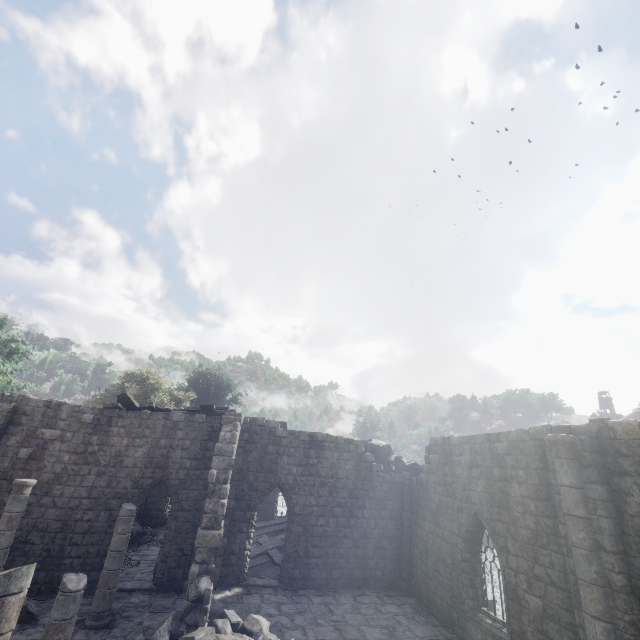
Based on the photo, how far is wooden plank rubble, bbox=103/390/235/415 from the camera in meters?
15.0 m

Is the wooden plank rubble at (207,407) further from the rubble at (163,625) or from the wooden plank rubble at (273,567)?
the rubble at (163,625)

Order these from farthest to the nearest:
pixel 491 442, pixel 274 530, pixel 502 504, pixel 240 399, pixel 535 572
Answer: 1. pixel 240 399
2. pixel 274 530
3. pixel 491 442
4. pixel 502 504
5. pixel 535 572

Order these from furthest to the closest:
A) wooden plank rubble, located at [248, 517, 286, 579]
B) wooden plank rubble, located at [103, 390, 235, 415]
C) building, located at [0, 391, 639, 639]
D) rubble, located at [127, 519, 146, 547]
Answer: rubble, located at [127, 519, 146, 547]
wooden plank rubble, located at [248, 517, 286, 579]
wooden plank rubble, located at [103, 390, 235, 415]
building, located at [0, 391, 639, 639]

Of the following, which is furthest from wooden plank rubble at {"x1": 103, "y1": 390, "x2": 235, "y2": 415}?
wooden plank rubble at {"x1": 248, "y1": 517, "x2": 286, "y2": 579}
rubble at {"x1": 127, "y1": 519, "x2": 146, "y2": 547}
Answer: wooden plank rubble at {"x1": 248, "y1": 517, "x2": 286, "y2": 579}

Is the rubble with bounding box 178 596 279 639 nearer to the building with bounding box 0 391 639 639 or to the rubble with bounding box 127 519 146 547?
the building with bounding box 0 391 639 639

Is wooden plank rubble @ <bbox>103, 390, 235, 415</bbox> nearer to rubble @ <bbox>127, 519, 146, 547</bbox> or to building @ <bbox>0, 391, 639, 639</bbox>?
building @ <bbox>0, 391, 639, 639</bbox>

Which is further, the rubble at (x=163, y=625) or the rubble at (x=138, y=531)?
the rubble at (x=138, y=531)
